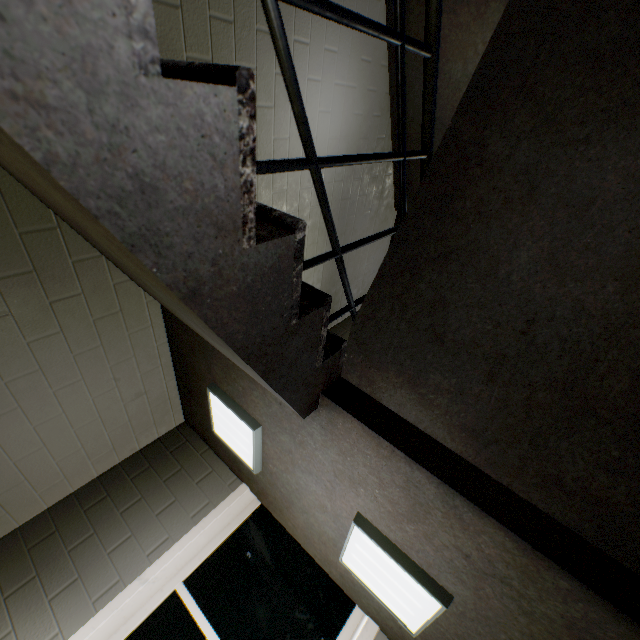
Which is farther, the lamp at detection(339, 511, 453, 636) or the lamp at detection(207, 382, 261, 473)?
the lamp at detection(207, 382, 261, 473)

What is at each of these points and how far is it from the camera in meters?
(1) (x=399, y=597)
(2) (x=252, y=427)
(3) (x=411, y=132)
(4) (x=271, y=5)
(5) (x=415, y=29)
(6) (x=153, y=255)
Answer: (1) lamp, 1.6
(2) lamp, 2.0
(3) stairs, 3.4
(4) railing, 0.6
(5) stairs, 2.7
(6) stairs, 0.6

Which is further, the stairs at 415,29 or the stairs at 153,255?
the stairs at 415,29

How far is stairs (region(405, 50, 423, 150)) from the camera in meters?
2.9 m

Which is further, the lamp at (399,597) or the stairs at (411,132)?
the stairs at (411,132)

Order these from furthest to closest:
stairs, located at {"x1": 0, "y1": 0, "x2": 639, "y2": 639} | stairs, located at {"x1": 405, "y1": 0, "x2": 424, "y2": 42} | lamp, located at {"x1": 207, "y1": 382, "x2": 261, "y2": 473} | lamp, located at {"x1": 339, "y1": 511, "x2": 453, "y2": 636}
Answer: stairs, located at {"x1": 405, "y1": 0, "x2": 424, "y2": 42} → lamp, located at {"x1": 207, "y1": 382, "x2": 261, "y2": 473} → lamp, located at {"x1": 339, "y1": 511, "x2": 453, "y2": 636} → stairs, located at {"x1": 0, "y1": 0, "x2": 639, "y2": 639}

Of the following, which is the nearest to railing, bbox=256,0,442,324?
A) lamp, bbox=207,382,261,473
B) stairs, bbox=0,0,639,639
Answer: stairs, bbox=0,0,639,639

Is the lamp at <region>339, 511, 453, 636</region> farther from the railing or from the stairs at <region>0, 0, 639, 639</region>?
the railing
